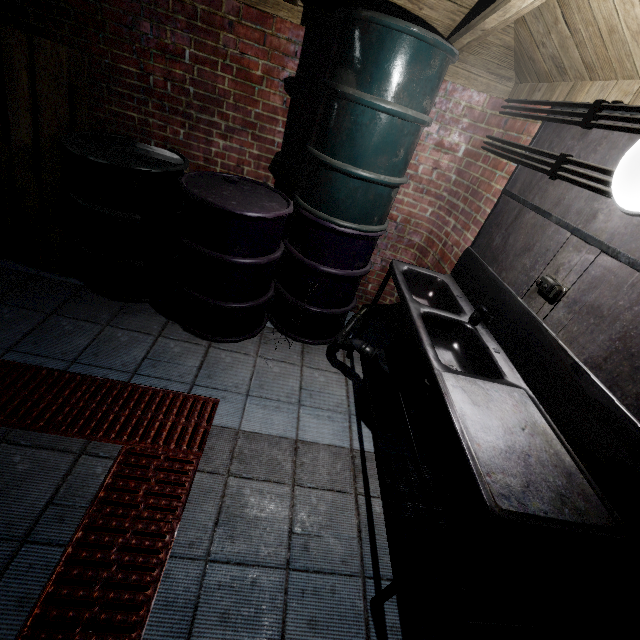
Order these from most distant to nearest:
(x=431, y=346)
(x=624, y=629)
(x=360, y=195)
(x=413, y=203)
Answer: (x=413, y=203)
(x=360, y=195)
(x=431, y=346)
(x=624, y=629)

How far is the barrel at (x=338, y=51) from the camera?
1.71m

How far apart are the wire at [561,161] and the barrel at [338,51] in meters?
0.5

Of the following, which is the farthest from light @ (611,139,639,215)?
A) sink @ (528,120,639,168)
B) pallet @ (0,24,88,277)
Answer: pallet @ (0,24,88,277)

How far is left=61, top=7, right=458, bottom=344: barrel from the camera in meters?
1.7 m

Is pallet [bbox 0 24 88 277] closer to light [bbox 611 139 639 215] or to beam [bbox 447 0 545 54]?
beam [bbox 447 0 545 54]

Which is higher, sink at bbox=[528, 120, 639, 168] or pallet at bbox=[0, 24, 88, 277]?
sink at bbox=[528, 120, 639, 168]

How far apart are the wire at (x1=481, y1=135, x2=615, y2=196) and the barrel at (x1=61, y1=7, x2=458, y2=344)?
0.5m
